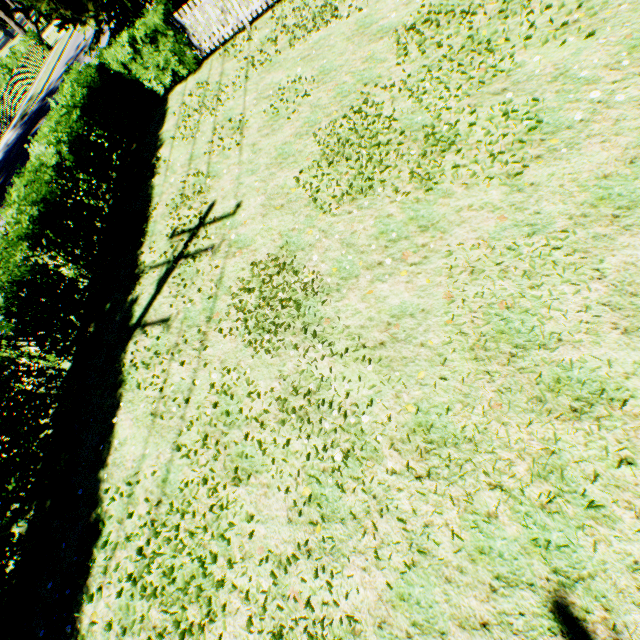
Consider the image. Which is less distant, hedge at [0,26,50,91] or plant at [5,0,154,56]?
plant at [5,0,154,56]

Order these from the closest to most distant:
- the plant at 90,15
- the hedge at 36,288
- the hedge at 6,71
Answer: the hedge at 36,288 < the plant at 90,15 < the hedge at 6,71

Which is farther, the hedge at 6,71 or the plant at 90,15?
the hedge at 6,71

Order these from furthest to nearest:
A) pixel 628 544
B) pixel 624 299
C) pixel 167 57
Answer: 1. pixel 167 57
2. pixel 624 299
3. pixel 628 544

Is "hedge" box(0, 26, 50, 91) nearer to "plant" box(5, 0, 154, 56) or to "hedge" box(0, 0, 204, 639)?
"plant" box(5, 0, 154, 56)

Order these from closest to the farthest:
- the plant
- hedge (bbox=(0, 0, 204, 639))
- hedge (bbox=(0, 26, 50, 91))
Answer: hedge (bbox=(0, 0, 204, 639)) < the plant < hedge (bbox=(0, 26, 50, 91))

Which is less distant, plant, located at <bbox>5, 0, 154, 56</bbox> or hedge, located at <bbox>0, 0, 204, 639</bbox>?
hedge, located at <bbox>0, 0, 204, 639</bbox>
